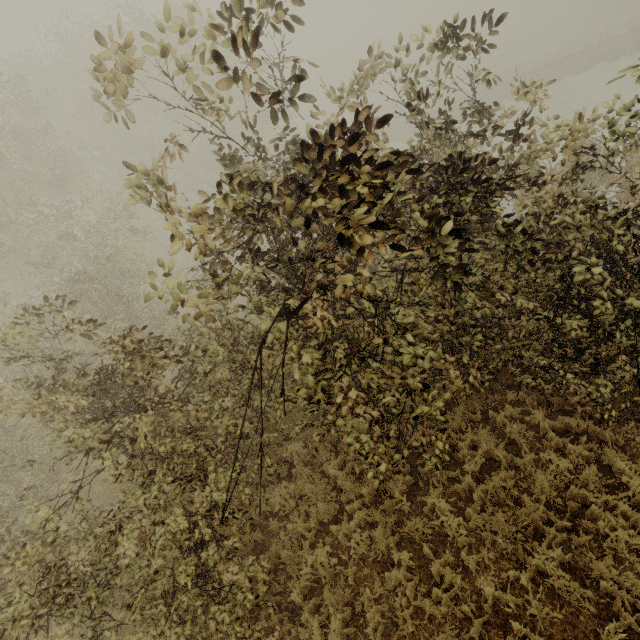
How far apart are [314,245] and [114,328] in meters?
4.8
